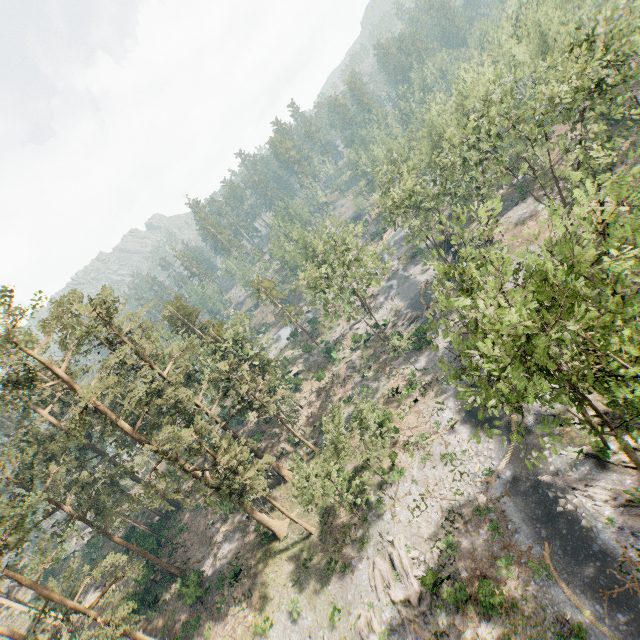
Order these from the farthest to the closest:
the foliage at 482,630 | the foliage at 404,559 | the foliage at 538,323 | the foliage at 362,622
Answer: the foliage at 362,622 < the foliage at 404,559 < the foliage at 482,630 < the foliage at 538,323

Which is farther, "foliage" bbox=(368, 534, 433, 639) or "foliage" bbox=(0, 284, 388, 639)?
"foliage" bbox=(0, 284, 388, 639)

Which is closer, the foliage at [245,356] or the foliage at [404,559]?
the foliage at [404,559]

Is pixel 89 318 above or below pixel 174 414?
above

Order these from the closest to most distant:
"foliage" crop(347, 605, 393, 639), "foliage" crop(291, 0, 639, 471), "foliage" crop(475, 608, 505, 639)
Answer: "foliage" crop(291, 0, 639, 471) → "foliage" crop(475, 608, 505, 639) → "foliage" crop(347, 605, 393, 639)
